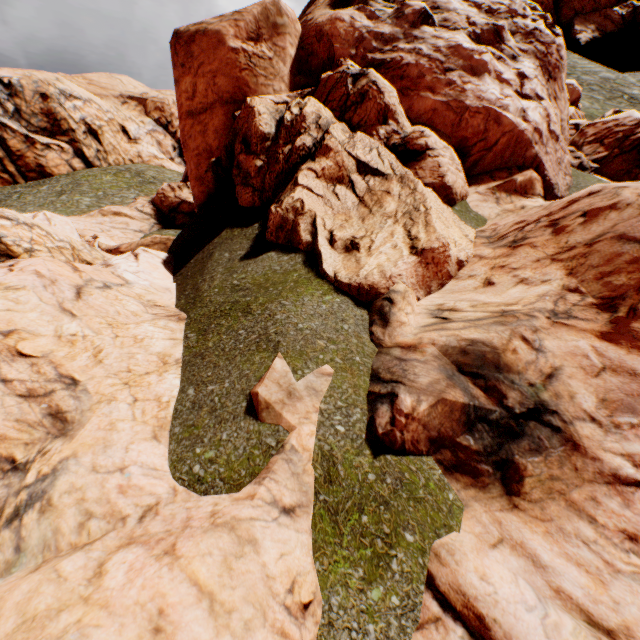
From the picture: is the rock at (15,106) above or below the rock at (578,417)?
above

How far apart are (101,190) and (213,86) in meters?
41.6 m

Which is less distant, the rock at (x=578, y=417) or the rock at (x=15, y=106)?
the rock at (x=578, y=417)

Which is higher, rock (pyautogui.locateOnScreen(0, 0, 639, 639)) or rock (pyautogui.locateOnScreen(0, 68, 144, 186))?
rock (pyautogui.locateOnScreen(0, 68, 144, 186))

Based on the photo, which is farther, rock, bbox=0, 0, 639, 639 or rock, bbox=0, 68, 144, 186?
rock, bbox=0, 68, 144, 186
